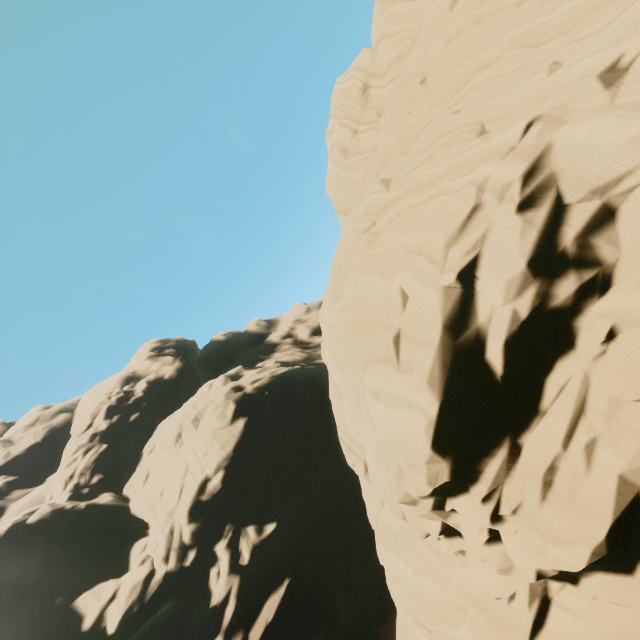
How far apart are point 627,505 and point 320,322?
14.28m
